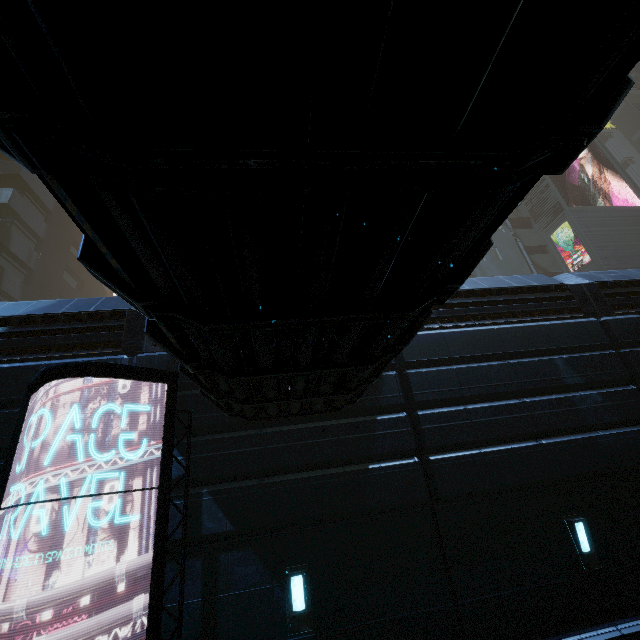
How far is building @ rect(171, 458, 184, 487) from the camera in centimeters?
599cm

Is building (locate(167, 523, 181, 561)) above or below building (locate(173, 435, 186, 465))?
below

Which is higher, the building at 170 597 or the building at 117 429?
the building at 117 429

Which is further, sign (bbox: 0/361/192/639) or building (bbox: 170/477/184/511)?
building (bbox: 170/477/184/511)

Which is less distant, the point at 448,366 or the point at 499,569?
the point at 499,569

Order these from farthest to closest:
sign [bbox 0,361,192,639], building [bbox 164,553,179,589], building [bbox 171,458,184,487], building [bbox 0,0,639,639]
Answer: building [bbox 171,458,184,487] → building [bbox 164,553,179,589] → sign [bbox 0,361,192,639] → building [bbox 0,0,639,639]

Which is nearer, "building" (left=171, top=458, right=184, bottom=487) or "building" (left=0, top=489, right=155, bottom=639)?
"building" (left=0, top=489, right=155, bottom=639)

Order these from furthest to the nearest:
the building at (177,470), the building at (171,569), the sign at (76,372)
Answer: the building at (177,470), the building at (171,569), the sign at (76,372)
